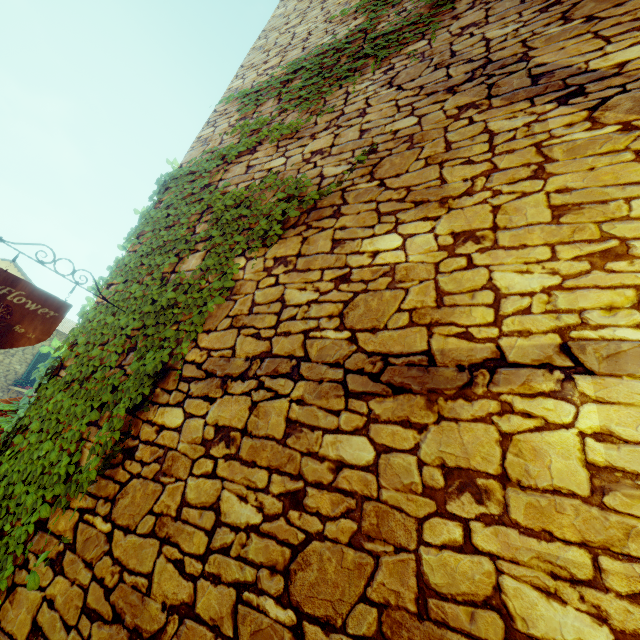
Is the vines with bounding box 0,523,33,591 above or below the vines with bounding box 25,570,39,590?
above

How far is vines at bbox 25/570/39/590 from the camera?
1.7m

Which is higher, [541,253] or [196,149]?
[196,149]

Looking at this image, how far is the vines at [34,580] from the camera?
1.70m

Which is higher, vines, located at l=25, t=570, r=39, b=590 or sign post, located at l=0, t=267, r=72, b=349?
sign post, located at l=0, t=267, r=72, b=349

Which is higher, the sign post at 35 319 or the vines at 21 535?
the sign post at 35 319
